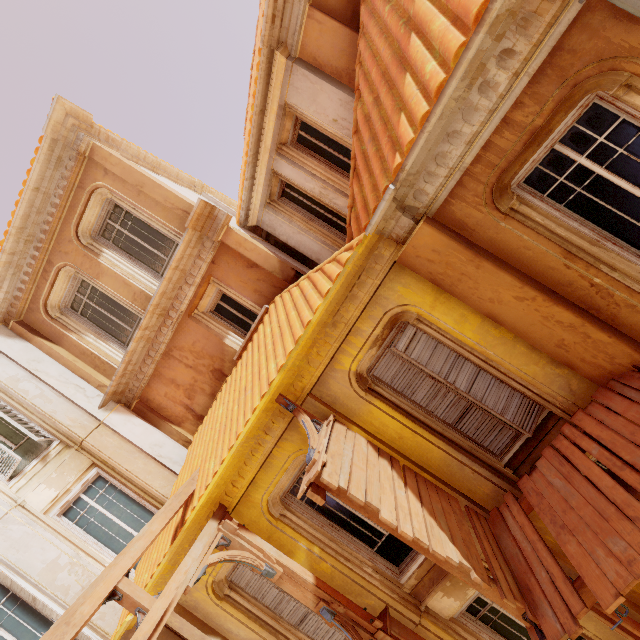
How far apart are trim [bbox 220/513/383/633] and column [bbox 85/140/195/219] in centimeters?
620cm

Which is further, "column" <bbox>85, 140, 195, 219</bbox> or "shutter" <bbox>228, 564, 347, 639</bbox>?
"column" <bbox>85, 140, 195, 219</bbox>

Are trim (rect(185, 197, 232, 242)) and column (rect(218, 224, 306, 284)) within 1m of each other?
yes

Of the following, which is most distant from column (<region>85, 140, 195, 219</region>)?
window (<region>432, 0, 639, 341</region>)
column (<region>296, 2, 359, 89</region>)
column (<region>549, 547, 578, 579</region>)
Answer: column (<region>549, 547, 578, 579</region>)

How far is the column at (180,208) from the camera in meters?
7.5

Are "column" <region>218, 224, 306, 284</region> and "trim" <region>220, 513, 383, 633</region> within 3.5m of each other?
no

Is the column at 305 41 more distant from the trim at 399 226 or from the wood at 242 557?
the wood at 242 557

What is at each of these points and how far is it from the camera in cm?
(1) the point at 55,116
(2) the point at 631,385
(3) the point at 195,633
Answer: (1) trim, 708
(2) wood, 420
(3) column, 628
